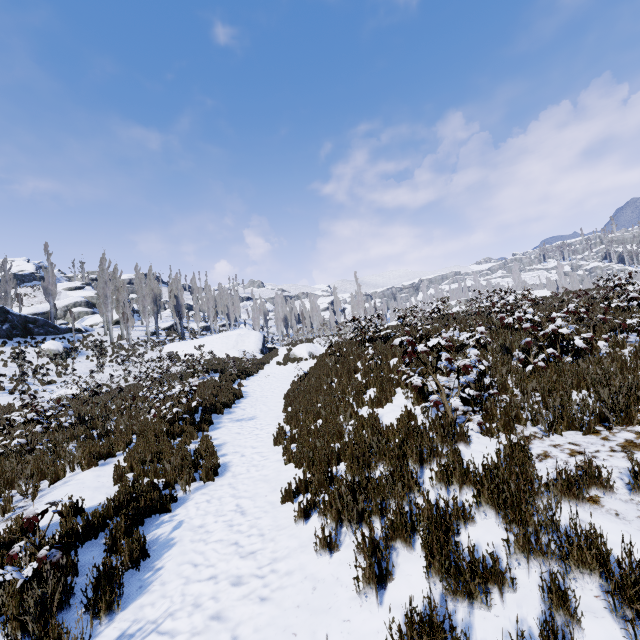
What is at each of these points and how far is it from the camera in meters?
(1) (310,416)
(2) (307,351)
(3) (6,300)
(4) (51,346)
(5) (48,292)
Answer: (1) instancedfoliageactor, 8.4 m
(2) rock, 24.0 m
(3) instancedfoliageactor, 38.2 m
(4) rock, 26.1 m
(5) instancedfoliageactor, 37.7 m

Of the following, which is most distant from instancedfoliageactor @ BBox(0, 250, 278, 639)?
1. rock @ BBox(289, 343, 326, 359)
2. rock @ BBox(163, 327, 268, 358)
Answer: rock @ BBox(289, 343, 326, 359)

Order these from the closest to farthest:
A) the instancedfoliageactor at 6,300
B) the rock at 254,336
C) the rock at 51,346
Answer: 1. the rock at 51,346
2. the rock at 254,336
3. the instancedfoliageactor at 6,300

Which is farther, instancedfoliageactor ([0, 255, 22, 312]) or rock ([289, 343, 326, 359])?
instancedfoliageactor ([0, 255, 22, 312])

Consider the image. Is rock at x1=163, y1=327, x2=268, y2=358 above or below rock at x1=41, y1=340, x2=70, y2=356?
below

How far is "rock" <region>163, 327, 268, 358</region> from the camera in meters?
29.9 m

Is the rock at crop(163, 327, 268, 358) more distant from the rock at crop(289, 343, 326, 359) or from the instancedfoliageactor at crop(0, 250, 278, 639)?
the rock at crop(289, 343, 326, 359)

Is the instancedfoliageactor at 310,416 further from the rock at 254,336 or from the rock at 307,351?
the rock at 307,351
